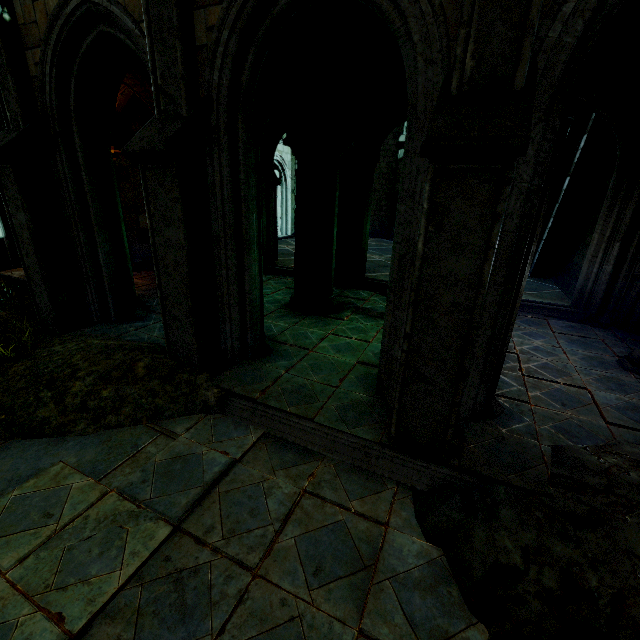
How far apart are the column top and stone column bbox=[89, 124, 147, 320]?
2.9 meters

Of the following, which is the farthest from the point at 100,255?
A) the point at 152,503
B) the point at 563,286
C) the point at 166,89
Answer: the point at 563,286

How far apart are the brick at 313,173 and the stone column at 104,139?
3.1m

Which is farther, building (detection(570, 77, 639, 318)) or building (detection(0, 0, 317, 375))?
building (detection(570, 77, 639, 318))

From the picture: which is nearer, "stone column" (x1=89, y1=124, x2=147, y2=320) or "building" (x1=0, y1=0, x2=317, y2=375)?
"building" (x1=0, y1=0, x2=317, y2=375)

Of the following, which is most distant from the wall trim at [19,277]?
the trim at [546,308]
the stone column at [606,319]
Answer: the stone column at [606,319]

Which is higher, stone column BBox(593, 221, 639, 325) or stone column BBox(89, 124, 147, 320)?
stone column BBox(593, 221, 639, 325)

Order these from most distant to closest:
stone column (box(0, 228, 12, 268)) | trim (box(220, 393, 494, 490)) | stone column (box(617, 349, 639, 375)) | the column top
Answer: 1. stone column (box(0, 228, 12, 268))
2. the column top
3. stone column (box(617, 349, 639, 375))
4. trim (box(220, 393, 494, 490))
